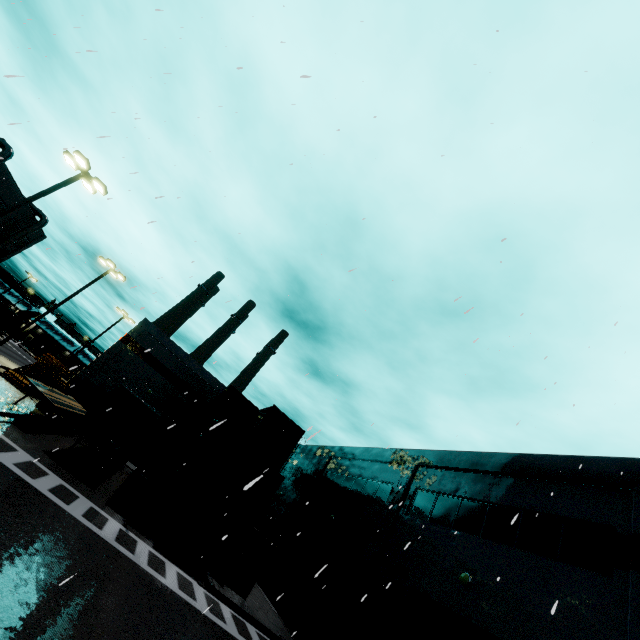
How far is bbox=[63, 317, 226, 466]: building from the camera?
31.42m

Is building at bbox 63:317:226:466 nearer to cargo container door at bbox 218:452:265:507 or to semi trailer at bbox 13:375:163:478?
semi trailer at bbox 13:375:163:478

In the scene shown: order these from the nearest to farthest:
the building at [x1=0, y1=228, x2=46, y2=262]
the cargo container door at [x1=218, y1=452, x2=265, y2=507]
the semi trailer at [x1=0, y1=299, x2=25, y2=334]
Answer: the cargo container door at [x1=218, y1=452, x2=265, y2=507] < the semi trailer at [x1=0, y1=299, x2=25, y2=334] < the building at [x1=0, y1=228, x2=46, y2=262]

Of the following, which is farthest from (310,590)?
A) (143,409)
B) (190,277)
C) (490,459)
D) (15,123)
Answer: (15,123)

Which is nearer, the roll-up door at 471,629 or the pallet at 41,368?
the roll-up door at 471,629

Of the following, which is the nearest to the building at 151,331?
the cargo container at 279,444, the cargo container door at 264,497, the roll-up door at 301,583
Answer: the roll-up door at 301,583

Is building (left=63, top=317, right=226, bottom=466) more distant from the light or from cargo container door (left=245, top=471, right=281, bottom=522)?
the light

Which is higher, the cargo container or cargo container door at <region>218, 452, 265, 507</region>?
the cargo container
